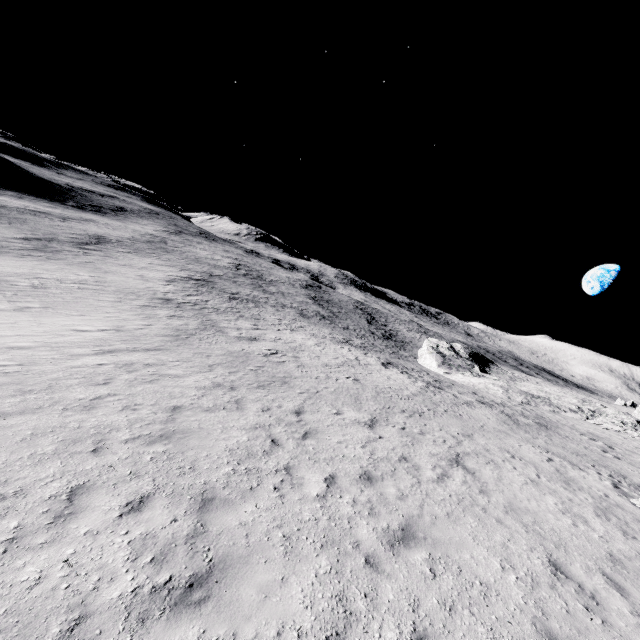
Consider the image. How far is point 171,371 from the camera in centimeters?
1280cm
